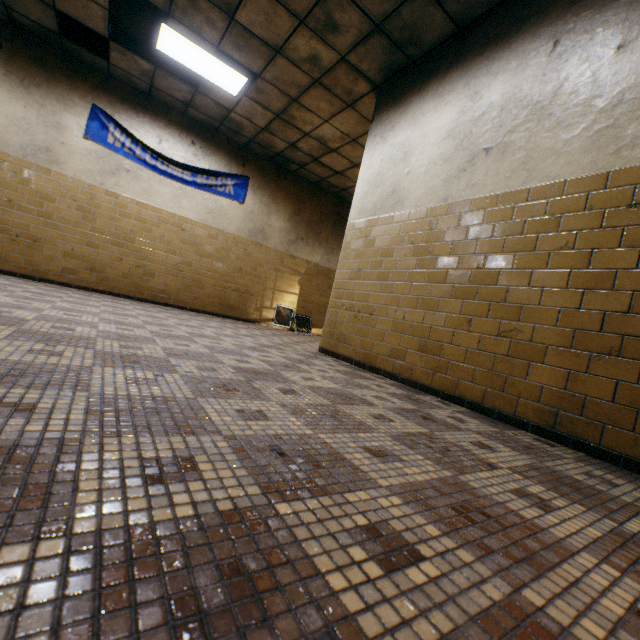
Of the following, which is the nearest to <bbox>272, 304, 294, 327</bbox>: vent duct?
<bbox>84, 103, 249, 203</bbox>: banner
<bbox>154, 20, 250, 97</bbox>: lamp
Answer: <bbox>84, 103, 249, 203</bbox>: banner

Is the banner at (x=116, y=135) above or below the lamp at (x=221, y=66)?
below

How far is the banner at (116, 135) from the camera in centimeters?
593cm

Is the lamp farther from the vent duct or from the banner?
the vent duct

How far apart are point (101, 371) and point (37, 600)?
1.3m

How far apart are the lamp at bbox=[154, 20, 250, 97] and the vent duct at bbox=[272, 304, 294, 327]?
A: 4.49m

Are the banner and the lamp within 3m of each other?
yes
